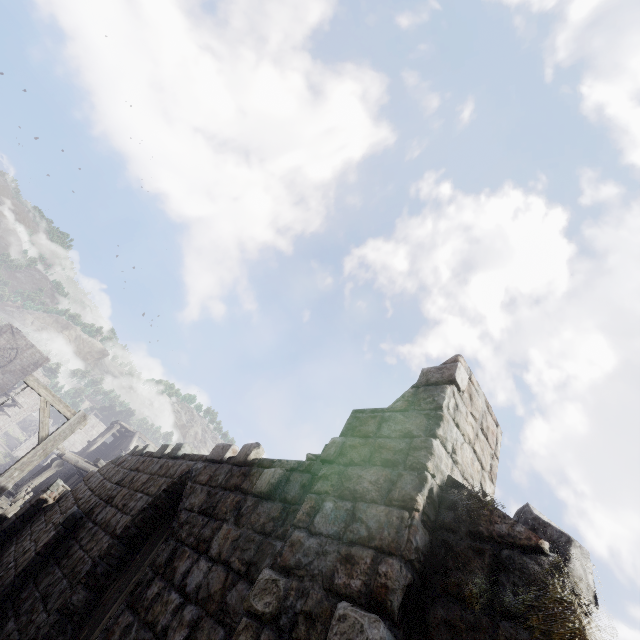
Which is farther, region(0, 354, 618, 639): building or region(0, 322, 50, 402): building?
region(0, 322, 50, 402): building

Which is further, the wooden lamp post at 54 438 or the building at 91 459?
the wooden lamp post at 54 438

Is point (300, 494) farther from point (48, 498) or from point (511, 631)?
point (48, 498)

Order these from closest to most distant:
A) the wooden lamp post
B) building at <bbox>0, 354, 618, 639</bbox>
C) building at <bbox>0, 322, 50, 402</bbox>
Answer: building at <bbox>0, 354, 618, 639</bbox> < the wooden lamp post < building at <bbox>0, 322, 50, 402</bbox>

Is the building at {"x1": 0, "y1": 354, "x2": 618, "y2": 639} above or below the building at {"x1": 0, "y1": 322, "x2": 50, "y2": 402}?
below

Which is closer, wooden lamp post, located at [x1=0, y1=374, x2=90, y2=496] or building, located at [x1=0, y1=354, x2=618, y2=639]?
building, located at [x1=0, y1=354, x2=618, y2=639]

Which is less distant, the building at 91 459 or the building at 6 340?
the building at 91 459
